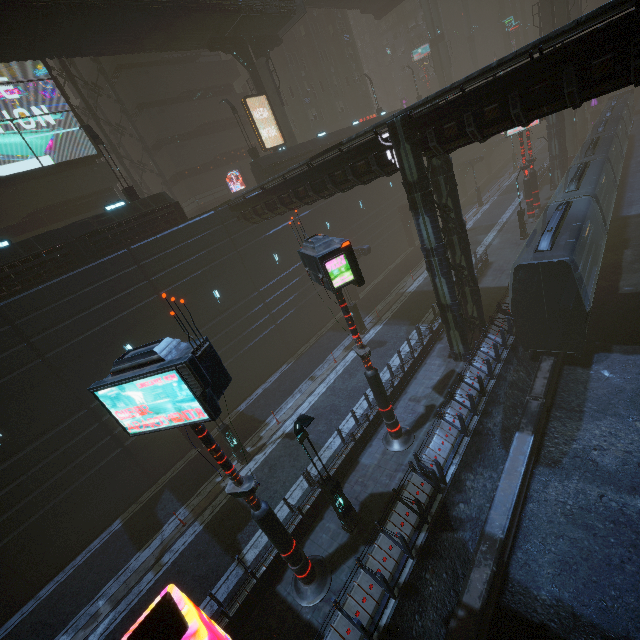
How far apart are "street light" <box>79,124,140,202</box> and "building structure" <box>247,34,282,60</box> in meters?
15.7 m

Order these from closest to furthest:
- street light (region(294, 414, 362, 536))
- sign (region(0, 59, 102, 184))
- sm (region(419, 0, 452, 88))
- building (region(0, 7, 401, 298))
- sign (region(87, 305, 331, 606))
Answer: sign (region(87, 305, 331, 606)), street light (region(294, 414, 362, 536)), building (region(0, 7, 401, 298)), sign (region(0, 59, 102, 184)), sm (region(419, 0, 452, 88))

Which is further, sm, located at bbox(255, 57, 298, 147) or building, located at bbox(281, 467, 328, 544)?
sm, located at bbox(255, 57, 298, 147)

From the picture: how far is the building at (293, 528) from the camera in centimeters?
1194cm

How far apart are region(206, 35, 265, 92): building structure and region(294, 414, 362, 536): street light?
28.46m

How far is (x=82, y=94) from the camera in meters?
24.8 m

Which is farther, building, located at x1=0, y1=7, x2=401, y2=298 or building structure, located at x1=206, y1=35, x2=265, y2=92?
building structure, located at x1=206, y1=35, x2=265, y2=92

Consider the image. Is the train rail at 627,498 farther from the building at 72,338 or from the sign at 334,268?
the sign at 334,268
